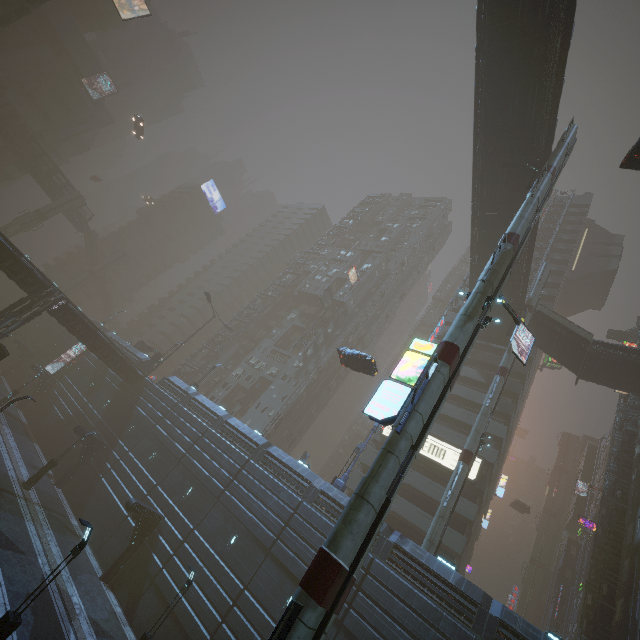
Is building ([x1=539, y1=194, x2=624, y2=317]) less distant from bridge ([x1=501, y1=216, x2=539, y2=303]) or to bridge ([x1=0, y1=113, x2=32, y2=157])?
bridge ([x1=501, y1=216, x2=539, y2=303])

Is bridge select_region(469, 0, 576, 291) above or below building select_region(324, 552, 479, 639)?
above

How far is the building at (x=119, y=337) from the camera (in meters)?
42.60

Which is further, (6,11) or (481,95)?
(6,11)

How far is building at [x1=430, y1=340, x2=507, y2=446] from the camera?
35.6 meters

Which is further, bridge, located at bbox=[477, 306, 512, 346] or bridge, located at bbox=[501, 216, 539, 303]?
bridge, located at bbox=[477, 306, 512, 346]

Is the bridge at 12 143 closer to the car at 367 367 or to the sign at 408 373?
the car at 367 367
